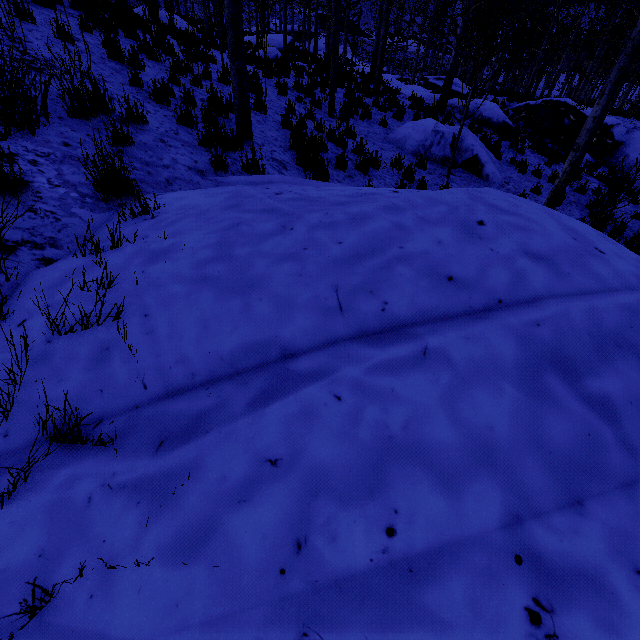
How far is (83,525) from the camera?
0.97m

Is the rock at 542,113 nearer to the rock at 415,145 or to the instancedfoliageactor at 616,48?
the instancedfoliageactor at 616,48

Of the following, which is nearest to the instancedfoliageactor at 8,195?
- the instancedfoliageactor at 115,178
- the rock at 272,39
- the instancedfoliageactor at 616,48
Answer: the instancedfoliageactor at 115,178

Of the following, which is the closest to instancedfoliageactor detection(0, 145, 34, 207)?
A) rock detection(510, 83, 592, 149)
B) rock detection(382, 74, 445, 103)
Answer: rock detection(382, 74, 445, 103)

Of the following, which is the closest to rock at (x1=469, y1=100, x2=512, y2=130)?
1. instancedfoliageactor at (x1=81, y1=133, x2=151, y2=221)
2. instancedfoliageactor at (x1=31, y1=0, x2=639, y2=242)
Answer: instancedfoliageactor at (x1=31, y1=0, x2=639, y2=242)

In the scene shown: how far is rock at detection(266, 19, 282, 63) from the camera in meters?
15.2

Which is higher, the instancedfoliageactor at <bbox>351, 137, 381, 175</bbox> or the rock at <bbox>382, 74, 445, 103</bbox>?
the rock at <bbox>382, 74, 445, 103</bbox>

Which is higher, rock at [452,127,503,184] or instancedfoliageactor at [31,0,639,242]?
instancedfoliageactor at [31,0,639,242]
